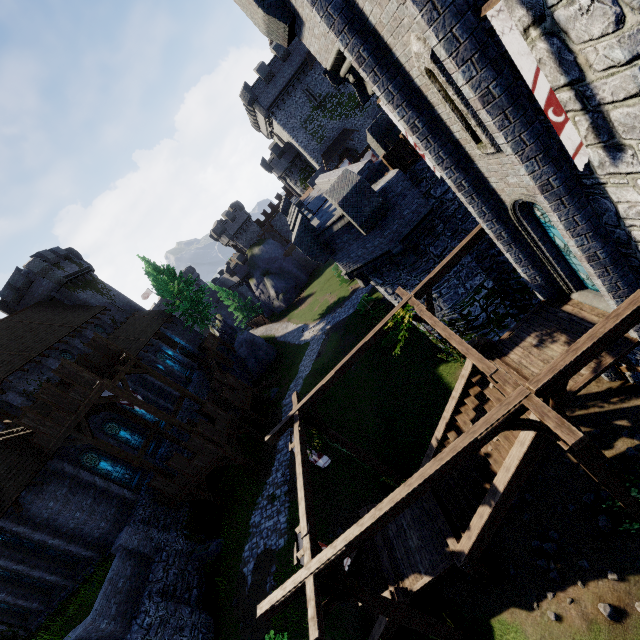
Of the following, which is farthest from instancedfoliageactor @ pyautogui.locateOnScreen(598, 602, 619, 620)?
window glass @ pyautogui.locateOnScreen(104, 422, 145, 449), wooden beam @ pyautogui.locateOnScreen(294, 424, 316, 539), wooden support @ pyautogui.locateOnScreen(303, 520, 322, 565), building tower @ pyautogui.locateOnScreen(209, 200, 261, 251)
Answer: building tower @ pyautogui.locateOnScreen(209, 200, 261, 251)

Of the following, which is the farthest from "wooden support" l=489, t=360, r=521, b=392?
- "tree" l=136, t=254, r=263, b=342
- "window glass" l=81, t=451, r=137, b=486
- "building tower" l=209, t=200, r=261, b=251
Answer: "building tower" l=209, t=200, r=261, b=251

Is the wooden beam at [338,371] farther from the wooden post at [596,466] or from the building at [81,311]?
the building at [81,311]

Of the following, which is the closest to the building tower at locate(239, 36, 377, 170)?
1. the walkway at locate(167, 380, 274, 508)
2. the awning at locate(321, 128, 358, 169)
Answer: the awning at locate(321, 128, 358, 169)

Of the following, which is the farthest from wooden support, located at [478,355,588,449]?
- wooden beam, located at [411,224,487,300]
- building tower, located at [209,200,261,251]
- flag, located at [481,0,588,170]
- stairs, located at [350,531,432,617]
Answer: building tower, located at [209,200,261,251]

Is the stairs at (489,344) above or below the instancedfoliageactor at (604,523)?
above

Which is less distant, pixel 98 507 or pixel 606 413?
pixel 606 413

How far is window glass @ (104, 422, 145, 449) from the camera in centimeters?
2373cm
